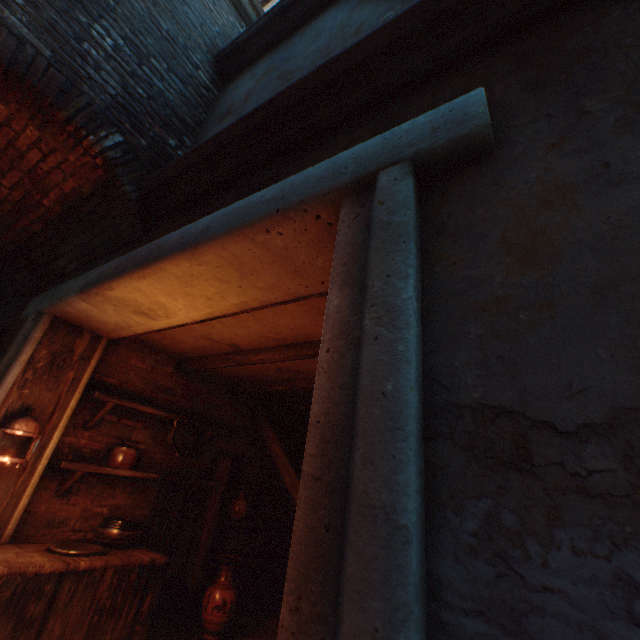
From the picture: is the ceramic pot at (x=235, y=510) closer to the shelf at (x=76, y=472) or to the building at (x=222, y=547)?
the building at (x=222, y=547)

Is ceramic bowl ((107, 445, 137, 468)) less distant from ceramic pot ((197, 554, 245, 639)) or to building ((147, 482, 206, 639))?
building ((147, 482, 206, 639))

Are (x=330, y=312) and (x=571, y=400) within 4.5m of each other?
yes

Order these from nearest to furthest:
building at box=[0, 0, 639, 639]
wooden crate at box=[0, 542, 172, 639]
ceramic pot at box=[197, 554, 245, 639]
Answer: building at box=[0, 0, 639, 639] → wooden crate at box=[0, 542, 172, 639] → ceramic pot at box=[197, 554, 245, 639]

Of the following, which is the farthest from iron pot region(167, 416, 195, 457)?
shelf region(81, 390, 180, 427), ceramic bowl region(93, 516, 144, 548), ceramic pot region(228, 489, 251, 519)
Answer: ceramic pot region(228, 489, 251, 519)

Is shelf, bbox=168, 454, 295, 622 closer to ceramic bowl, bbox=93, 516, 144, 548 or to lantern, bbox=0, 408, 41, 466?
ceramic bowl, bbox=93, 516, 144, 548

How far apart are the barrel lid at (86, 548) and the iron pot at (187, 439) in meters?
1.2 m

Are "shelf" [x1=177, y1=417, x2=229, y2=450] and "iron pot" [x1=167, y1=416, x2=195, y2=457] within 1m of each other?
yes
